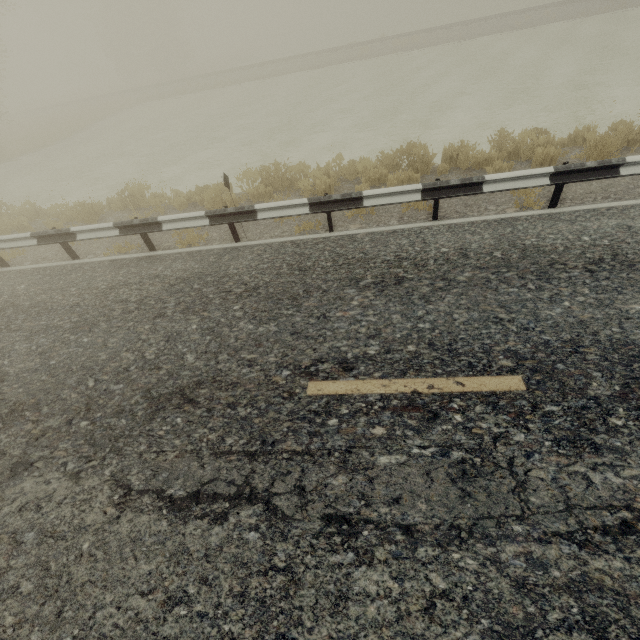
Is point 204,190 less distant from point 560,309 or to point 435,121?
point 560,309
